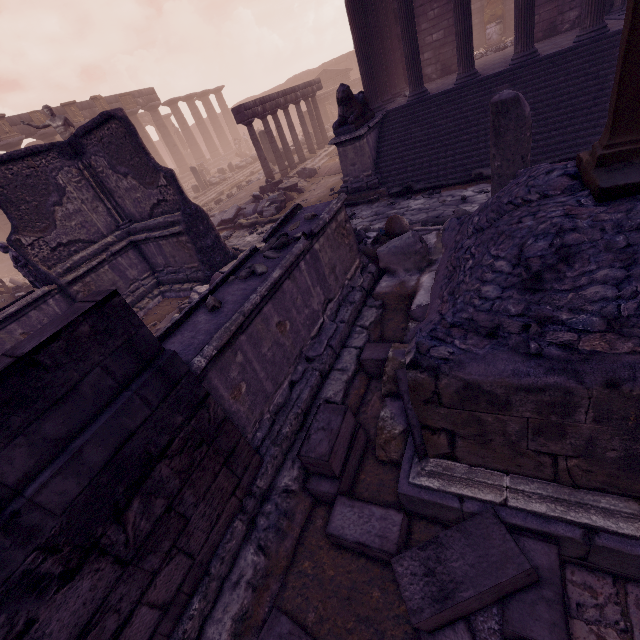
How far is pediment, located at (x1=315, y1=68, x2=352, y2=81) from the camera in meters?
27.8

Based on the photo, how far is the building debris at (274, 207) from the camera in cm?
1130

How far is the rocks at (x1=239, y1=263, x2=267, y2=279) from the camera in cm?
328

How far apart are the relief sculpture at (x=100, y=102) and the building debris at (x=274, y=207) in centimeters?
1997cm

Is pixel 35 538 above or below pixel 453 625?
above

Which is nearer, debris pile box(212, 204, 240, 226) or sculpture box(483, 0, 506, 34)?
debris pile box(212, 204, 240, 226)

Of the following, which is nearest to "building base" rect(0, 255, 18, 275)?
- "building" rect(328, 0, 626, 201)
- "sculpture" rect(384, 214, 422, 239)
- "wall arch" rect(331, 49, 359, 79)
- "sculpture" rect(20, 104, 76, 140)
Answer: "sculpture" rect(20, 104, 76, 140)

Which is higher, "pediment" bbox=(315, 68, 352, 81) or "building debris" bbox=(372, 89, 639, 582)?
"pediment" bbox=(315, 68, 352, 81)
